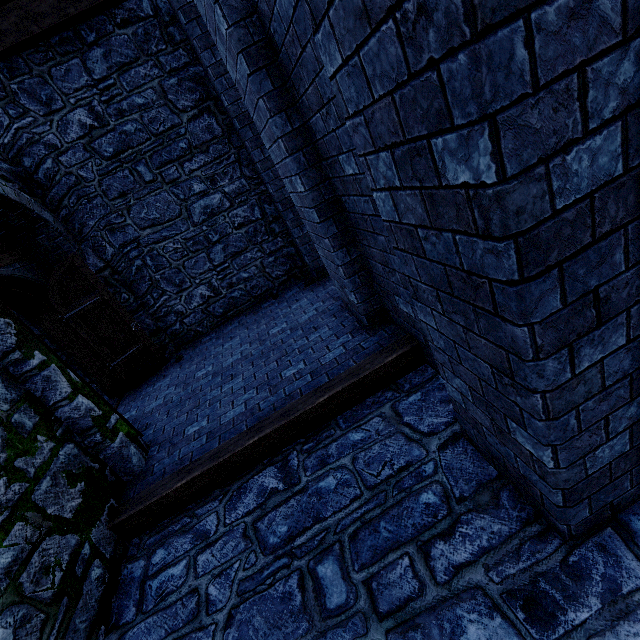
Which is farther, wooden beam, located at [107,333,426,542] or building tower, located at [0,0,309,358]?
building tower, located at [0,0,309,358]

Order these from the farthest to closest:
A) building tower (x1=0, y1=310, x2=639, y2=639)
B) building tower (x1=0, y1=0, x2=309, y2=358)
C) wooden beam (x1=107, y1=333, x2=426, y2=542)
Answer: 1. building tower (x1=0, y1=0, x2=309, y2=358)
2. wooden beam (x1=107, y1=333, x2=426, y2=542)
3. building tower (x1=0, y1=310, x2=639, y2=639)

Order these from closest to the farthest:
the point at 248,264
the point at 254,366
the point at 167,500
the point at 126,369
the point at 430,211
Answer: the point at 430,211 < the point at 167,500 < the point at 254,366 < the point at 126,369 < the point at 248,264

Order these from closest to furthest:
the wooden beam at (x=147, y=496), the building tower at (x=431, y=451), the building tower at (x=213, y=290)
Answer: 1. the building tower at (x=431, y=451)
2. the wooden beam at (x=147, y=496)
3. the building tower at (x=213, y=290)

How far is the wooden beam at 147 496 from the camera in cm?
345

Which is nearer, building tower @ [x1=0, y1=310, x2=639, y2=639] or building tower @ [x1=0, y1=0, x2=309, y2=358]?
building tower @ [x1=0, y1=310, x2=639, y2=639]

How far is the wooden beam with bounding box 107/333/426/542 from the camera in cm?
345
